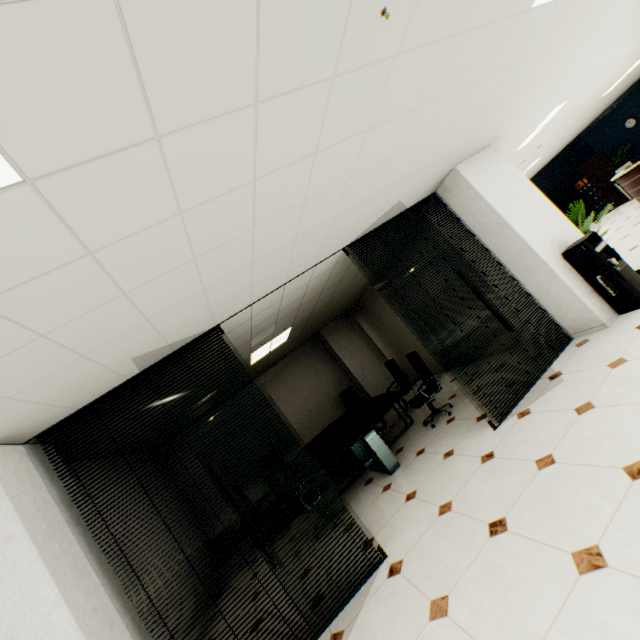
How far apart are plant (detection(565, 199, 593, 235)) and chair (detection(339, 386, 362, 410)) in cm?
552

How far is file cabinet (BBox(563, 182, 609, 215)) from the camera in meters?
14.2 m

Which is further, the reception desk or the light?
the reception desk

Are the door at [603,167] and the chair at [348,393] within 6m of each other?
no

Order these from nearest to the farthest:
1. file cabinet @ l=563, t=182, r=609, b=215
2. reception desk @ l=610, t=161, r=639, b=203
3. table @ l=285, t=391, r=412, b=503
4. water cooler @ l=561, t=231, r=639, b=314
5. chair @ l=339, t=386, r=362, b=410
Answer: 1. water cooler @ l=561, t=231, r=639, b=314
2. table @ l=285, t=391, r=412, b=503
3. reception desk @ l=610, t=161, r=639, b=203
4. chair @ l=339, t=386, r=362, b=410
5. file cabinet @ l=563, t=182, r=609, b=215

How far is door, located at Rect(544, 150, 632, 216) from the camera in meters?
11.2 m

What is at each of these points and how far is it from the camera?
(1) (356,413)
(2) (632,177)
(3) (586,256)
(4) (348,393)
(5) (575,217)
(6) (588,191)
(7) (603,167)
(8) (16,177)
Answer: (1) table, 7.0m
(2) reception desk, 8.6m
(3) water cooler, 4.2m
(4) chair, 9.1m
(5) plant, 5.4m
(6) file cabinet, 14.4m
(7) door, 11.4m
(8) light, 1.1m

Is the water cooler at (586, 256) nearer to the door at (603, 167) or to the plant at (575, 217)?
the plant at (575, 217)
